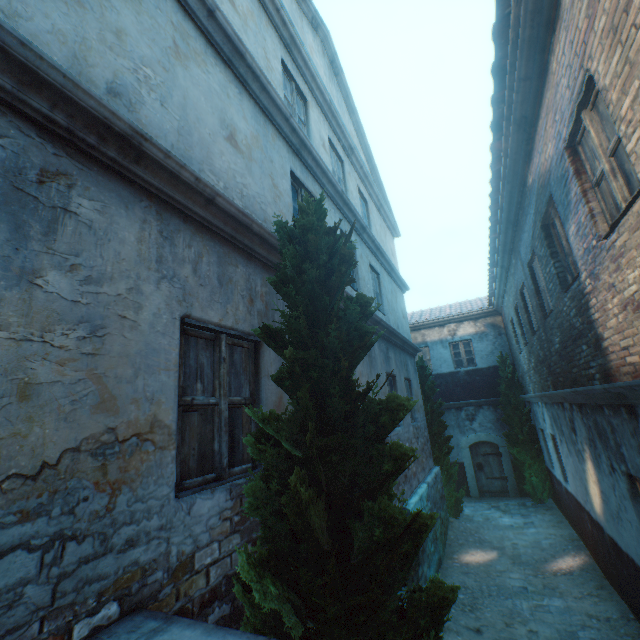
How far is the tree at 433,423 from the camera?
11.0 meters

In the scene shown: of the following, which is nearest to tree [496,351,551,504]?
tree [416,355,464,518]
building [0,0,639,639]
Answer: tree [416,355,464,518]

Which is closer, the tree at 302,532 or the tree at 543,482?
the tree at 302,532

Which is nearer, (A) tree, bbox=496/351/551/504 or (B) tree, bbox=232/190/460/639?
(B) tree, bbox=232/190/460/639

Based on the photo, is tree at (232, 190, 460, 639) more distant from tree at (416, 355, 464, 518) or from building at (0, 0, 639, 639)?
building at (0, 0, 639, 639)

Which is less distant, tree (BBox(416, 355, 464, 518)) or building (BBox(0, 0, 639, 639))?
building (BBox(0, 0, 639, 639))

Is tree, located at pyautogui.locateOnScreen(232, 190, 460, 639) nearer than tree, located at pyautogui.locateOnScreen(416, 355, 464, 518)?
Yes

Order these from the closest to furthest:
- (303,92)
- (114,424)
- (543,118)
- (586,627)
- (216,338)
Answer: (114,424) → (216,338) → (543,118) → (586,627) → (303,92)
